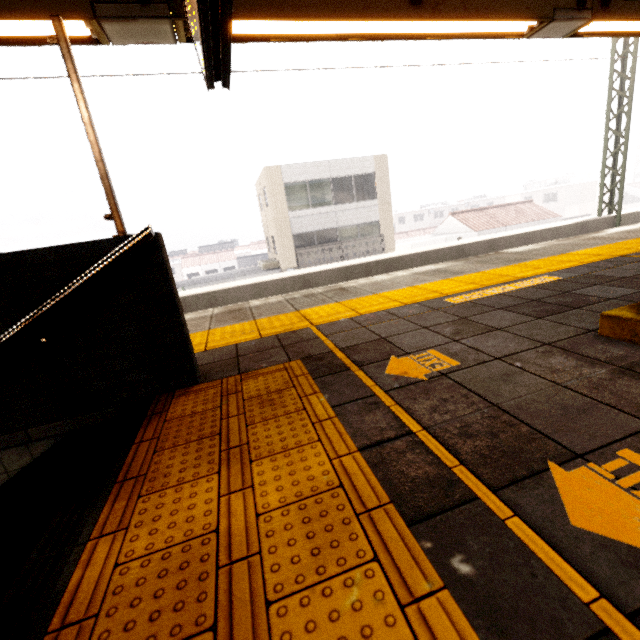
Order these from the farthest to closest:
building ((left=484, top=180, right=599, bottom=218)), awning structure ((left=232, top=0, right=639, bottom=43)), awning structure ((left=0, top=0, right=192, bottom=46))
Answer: building ((left=484, top=180, right=599, bottom=218)), awning structure ((left=232, top=0, right=639, bottom=43)), awning structure ((left=0, top=0, right=192, bottom=46))

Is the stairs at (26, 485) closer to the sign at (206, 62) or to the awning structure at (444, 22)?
the awning structure at (444, 22)

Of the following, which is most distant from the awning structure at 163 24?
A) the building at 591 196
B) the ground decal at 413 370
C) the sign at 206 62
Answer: the building at 591 196

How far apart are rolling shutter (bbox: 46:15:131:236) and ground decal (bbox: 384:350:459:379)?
1.8 meters

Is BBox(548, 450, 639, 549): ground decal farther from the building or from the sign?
the building

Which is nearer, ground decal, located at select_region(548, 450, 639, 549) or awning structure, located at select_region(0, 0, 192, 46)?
ground decal, located at select_region(548, 450, 639, 549)

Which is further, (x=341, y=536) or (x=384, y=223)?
(x=384, y=223)

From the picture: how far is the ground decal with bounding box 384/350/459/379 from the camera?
1.8 meters
